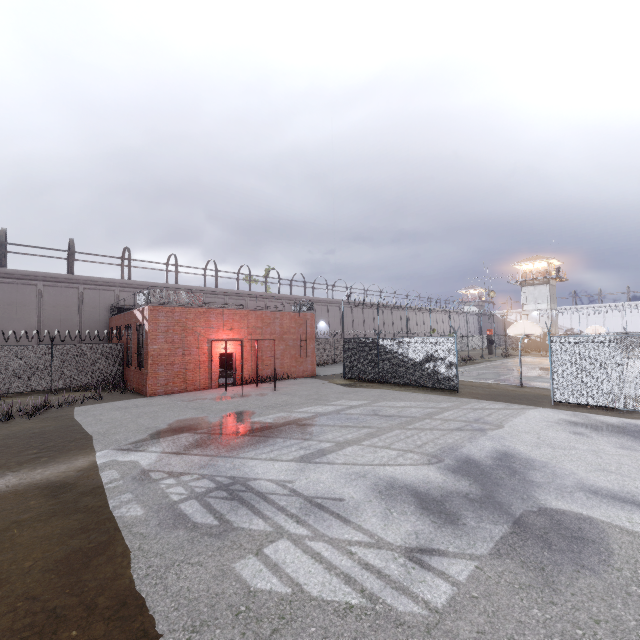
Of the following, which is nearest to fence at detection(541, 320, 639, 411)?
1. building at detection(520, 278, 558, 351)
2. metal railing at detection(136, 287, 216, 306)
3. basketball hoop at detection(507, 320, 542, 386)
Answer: metal railing at detection(136, 287, 216, 306)

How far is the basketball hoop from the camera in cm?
1816

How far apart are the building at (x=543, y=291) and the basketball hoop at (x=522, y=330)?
39.61m

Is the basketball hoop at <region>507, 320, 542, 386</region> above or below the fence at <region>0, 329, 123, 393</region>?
above

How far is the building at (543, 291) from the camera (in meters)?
51.22

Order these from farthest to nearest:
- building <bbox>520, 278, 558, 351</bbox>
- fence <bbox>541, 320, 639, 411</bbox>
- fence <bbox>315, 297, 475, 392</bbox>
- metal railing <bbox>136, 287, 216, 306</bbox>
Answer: building <bbox>520, 278, 558, 351</bbox>, metal railing <bbox>136, 287, 216, 306</bbox>, fence <bbox>315, 297, 475, 392</bbox>, fence <bbox>541, 320, 639, 411</bbox>

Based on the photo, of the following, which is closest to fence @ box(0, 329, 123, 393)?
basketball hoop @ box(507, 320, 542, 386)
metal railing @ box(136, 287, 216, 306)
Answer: metal railing @ box(136, 287, 216, 306)

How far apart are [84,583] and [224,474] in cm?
317
